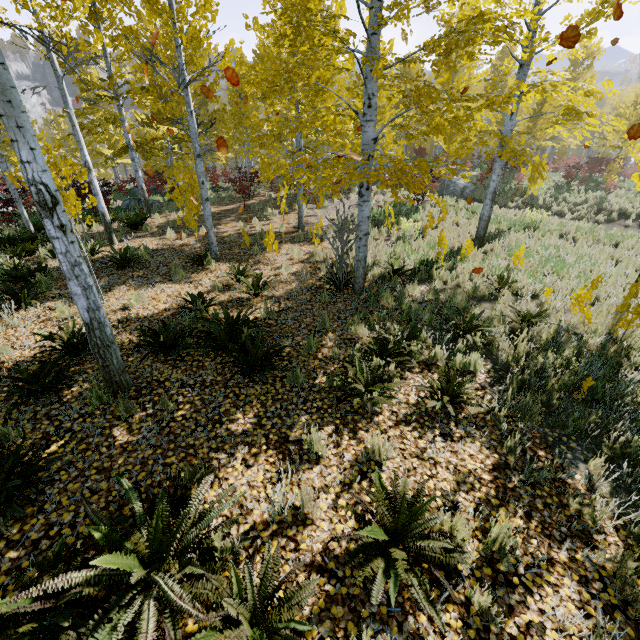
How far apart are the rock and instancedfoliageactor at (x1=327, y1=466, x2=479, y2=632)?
21.05m

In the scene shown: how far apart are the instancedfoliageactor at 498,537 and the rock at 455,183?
21.1 meters

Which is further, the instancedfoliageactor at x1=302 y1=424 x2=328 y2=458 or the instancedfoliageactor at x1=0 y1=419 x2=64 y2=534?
the instancedfoliageactor at x1=302 y1=424 x2=328 y2=458

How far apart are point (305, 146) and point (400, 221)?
7.61m

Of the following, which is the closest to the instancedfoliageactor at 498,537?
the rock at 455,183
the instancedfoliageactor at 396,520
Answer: Result: the instancedfoliageactor at 396,520

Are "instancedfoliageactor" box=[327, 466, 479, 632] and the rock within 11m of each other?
no

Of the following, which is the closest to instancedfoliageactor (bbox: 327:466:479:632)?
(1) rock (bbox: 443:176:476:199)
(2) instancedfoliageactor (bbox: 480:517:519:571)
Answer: (2) instancedfoliageactor (bbox: 480:517:519:571)
